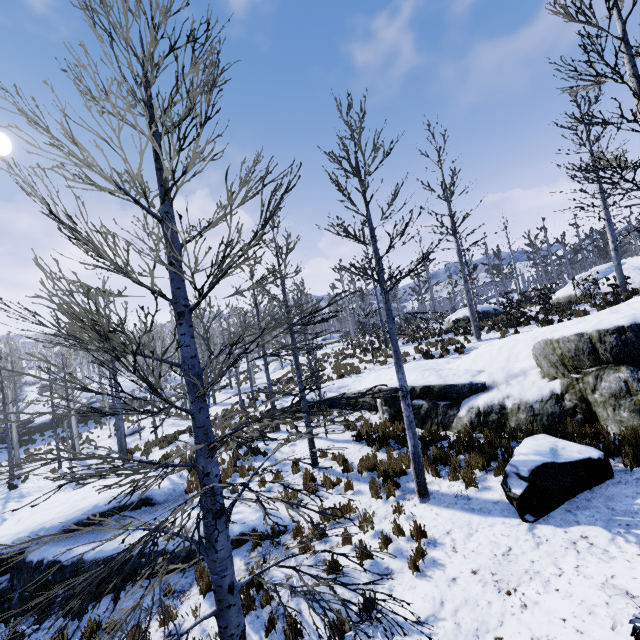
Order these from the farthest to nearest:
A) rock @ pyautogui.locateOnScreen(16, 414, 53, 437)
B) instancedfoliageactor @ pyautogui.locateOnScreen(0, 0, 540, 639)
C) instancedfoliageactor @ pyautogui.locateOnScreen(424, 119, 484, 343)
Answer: rock @ pyautogui.locateOnScreen(16, 414, 53, 437) → instancedfoliageactor @ pyautogui.locateOnScreen(424, 119, 484, 343) → instancedfoliageactor @ pyautogui.locateOnScreen(0, 0, 540, 639)

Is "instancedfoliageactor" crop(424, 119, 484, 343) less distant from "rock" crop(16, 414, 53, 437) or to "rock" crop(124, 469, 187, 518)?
"rock" crop(16, 414, 53, 437)

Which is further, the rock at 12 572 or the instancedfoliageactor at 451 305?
the instancedfoliageactor at 451 305

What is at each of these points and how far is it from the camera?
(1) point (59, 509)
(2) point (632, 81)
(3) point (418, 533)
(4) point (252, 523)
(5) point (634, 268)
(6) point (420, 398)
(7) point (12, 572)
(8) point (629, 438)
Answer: (1) rock, 9.0 meters
(2) instancedfoliageactor, 5.4 meters
(3) instancedfoliageactor, 6.1 meters
(4) rock, 8.1 meters
(5) rock, 22.0 meters
(6) rock, 10.5 meters
(7) rock, 7.6 meters
(8) instancedfoliageactor, 6.1 meters

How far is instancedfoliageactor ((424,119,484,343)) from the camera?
16.4m

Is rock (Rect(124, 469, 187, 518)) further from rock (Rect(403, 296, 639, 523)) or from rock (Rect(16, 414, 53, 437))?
rock (Rect(16, 414, 53, 437))

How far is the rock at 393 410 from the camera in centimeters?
1104cm
